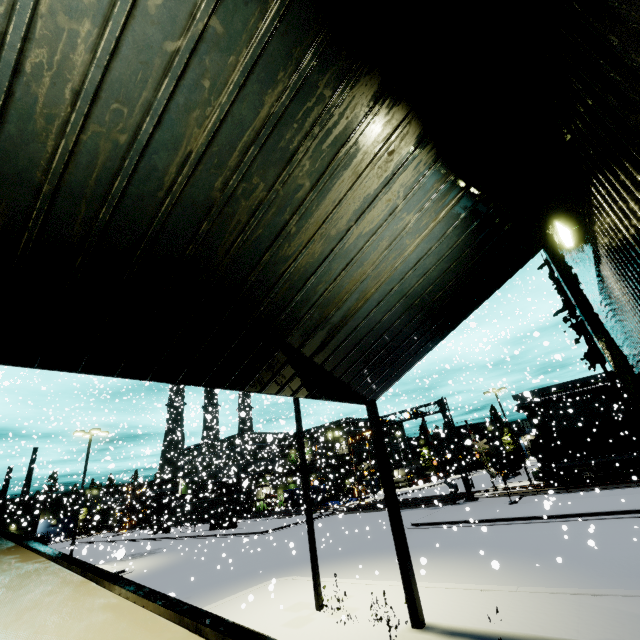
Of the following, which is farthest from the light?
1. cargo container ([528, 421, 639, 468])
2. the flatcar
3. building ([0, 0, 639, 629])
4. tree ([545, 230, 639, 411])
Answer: cargo container ([528, 421, 639, 468])

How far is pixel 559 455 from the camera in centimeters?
2931cm

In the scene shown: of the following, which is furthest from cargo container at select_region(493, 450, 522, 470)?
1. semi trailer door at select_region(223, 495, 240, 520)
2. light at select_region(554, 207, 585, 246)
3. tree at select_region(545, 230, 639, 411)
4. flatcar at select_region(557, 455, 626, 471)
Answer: light at select_region(554, 207, 585, 246)

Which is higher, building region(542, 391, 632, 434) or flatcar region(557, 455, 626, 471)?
building region(542, 391, 632, 434)

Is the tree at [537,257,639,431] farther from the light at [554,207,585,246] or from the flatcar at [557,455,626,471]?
the flatcar at [557,455,626,471]

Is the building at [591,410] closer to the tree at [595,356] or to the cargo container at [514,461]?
the tree at [595,356]

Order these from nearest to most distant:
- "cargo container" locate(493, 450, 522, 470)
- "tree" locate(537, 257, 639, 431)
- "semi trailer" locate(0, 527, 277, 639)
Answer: "semi trailer" locate(0, 527, 277, 639)
"tree" locate(537, 257, 639, 431)
"cargo container" locate(493, 450, 522, 470)

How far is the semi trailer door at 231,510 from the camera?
40.34m
